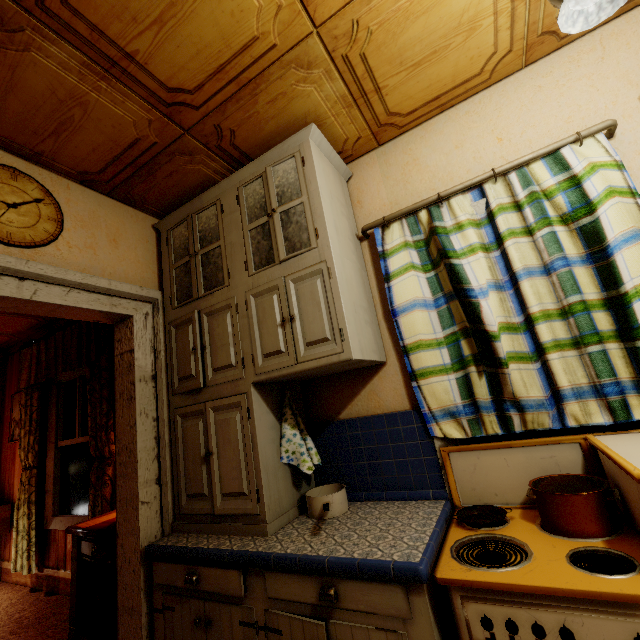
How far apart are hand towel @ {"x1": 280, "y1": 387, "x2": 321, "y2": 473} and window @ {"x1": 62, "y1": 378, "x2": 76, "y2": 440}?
2.6 meters

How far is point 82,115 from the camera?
1.6 meters

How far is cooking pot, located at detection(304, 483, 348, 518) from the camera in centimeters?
164cm

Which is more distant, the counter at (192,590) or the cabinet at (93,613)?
the cabinet at (93,613)

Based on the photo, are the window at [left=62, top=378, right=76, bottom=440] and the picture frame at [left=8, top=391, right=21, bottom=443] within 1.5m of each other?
yes

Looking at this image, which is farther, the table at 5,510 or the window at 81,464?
the table at 5,510

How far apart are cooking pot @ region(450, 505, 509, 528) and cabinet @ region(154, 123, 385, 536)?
0.78m

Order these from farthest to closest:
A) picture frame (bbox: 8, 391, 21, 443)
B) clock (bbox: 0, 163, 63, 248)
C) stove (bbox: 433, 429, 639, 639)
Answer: picture frame (bbox: 8, 391, 21, 443)
clock (bbox: 0, 163, 63, 248)
stove (bbox: 433, 429, 639, 639)
